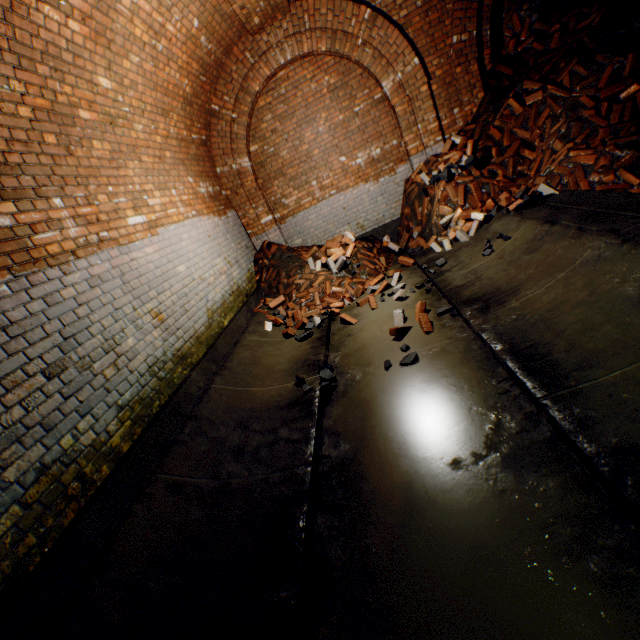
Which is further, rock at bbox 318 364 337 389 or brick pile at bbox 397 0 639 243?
brick pile at bbox 397 0 639 243

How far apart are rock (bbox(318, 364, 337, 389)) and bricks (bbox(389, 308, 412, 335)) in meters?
0.8

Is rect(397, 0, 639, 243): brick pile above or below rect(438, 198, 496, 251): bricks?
above

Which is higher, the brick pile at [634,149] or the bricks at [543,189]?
the brick pile at [634,149]

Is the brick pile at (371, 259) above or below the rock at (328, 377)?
above

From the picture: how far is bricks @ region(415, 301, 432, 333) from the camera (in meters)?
3.65

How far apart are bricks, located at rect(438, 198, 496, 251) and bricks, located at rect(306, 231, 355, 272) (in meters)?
1.41

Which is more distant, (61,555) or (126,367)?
(126,367)
